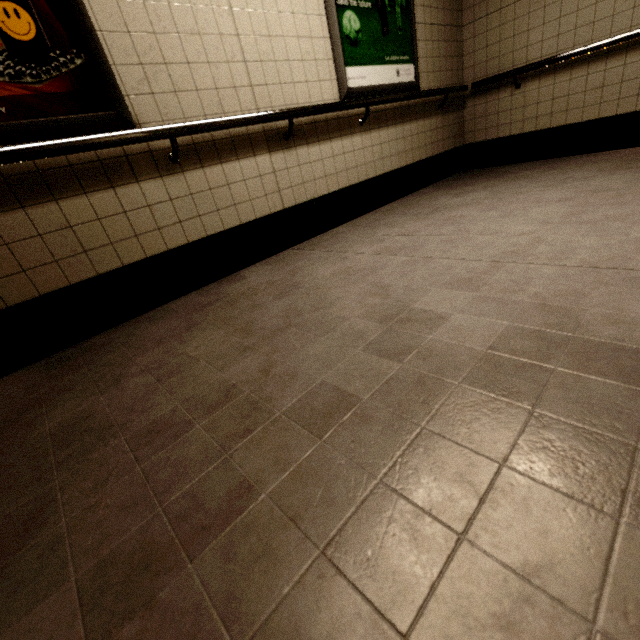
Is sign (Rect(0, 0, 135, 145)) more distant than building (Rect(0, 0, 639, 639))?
Yes

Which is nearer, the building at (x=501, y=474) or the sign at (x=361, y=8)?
the building at (x=501, y=474)

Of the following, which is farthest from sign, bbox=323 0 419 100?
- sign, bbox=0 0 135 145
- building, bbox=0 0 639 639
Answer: sign, bbox=0 0 135 145

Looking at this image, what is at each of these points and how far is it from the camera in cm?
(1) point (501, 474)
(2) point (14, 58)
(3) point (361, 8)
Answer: (1) building, 69
(2) sign, 150
(3) sign, 280

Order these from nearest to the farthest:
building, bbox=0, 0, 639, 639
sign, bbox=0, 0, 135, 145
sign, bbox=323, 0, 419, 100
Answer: building, bbox=0, 0, 639, 639, sign, bbox=0, 0, 135, 145, sign, bbox=323, 0, 419, 100

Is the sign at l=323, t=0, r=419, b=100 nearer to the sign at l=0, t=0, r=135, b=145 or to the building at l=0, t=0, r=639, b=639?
the building at l=0, t=0, r=639, b=639

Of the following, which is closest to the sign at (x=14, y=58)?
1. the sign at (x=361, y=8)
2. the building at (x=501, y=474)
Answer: the building at (x=501, y=474)
